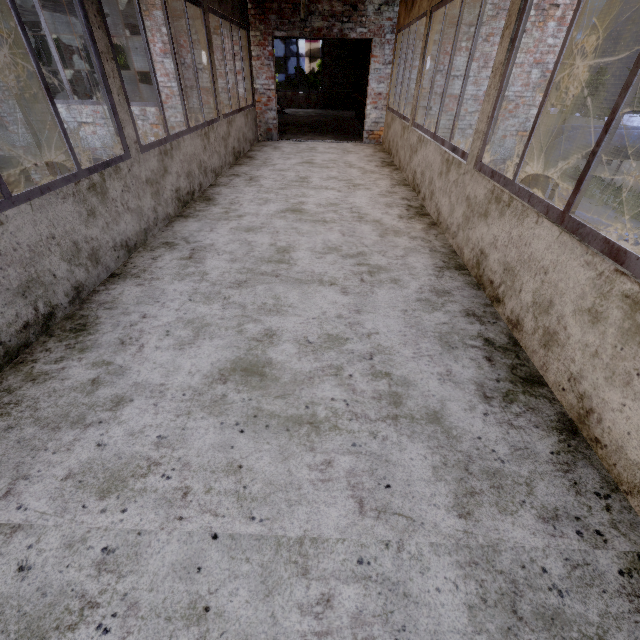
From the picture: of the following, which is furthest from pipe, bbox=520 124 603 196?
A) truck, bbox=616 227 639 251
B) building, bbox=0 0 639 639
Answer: Result: truck, bbox=616 227 639 251

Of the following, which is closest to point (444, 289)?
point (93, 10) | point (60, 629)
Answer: point (60, 629)

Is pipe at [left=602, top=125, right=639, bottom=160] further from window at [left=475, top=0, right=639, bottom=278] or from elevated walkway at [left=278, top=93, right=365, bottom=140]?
window at [left=475, top=0, right=639, bottom=278]

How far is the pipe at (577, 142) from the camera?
6.88m

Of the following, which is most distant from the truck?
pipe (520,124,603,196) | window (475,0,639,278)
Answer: window (475,0,639,278)

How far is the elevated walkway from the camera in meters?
9.6

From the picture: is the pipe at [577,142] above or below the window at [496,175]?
below

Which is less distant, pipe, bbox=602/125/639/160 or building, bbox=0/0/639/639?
building, bbox=0/0/639/639
